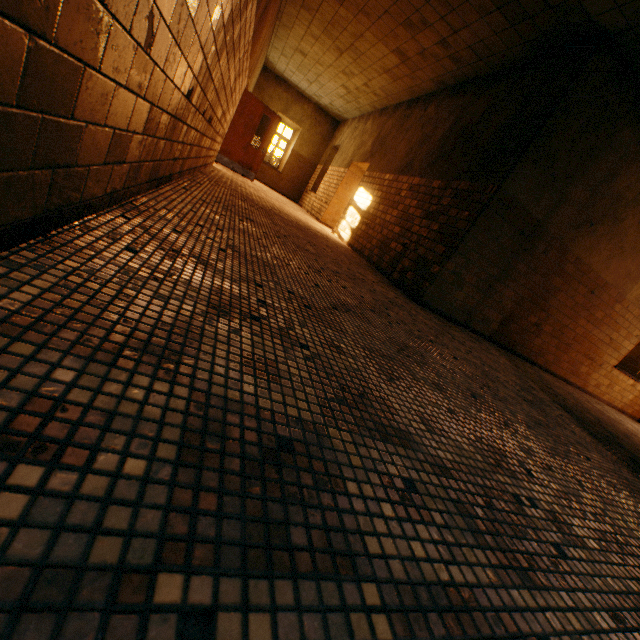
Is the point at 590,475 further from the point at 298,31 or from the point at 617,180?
the point at 298,31

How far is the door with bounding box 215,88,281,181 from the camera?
9.2m

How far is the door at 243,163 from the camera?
9.21m
